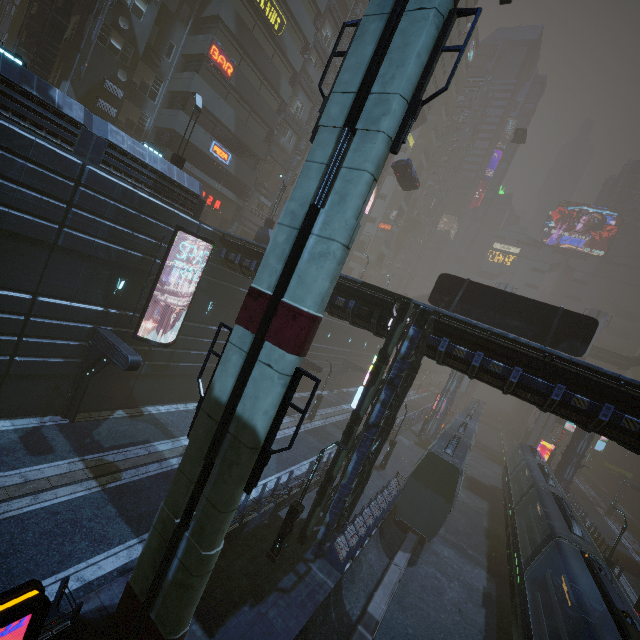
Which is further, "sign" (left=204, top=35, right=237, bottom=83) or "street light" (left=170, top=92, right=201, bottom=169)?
"sign" (left=204, top=35, right=237, bottom=83)

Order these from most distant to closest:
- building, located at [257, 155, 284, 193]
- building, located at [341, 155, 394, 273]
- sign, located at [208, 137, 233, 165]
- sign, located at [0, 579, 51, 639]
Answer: building, located at [341, 155, 394, 273]
building, located at [257, 155, 284, 193]
sign, located at [208, 137, 233, 165]
sign, located at [0, 579, 51, 639]

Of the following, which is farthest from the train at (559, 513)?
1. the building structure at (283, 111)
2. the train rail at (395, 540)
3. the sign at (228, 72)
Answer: the sign at (228, 72)

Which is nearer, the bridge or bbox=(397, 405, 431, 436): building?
bbox=(397, 405, 431, 436): building

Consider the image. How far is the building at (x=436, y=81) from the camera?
→ 50.0 meters

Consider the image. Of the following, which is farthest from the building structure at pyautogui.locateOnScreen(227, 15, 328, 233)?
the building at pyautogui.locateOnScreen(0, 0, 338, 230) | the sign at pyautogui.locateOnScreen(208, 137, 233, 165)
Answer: the sign at pyautogui.locateOnScreen(208, 137, 233, 165)

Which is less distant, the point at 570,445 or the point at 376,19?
the point at 376,19

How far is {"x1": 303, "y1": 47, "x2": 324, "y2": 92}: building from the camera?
35.8m
